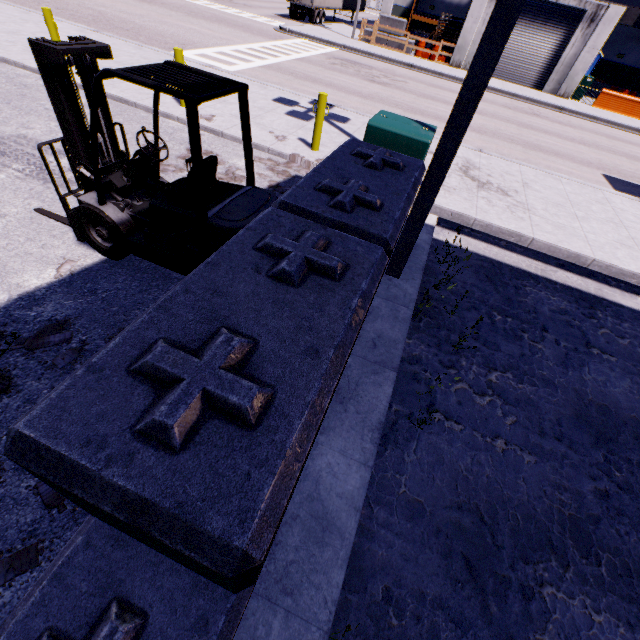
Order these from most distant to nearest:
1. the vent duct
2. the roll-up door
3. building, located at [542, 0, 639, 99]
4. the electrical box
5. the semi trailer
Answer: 1. the semi trailer
2. the vent duct
3. the roll-up door
4. building, located at [542, 0, 639, 99]
5. the electrical box

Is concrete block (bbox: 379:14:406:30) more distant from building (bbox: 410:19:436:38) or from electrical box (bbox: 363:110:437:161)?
electrical box (bbox: 363:110:437:161)

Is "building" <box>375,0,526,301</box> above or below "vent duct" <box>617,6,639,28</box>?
below

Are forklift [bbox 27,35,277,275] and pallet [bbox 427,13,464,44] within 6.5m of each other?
no

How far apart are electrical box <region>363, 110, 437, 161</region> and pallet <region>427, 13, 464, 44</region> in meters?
25.3 m

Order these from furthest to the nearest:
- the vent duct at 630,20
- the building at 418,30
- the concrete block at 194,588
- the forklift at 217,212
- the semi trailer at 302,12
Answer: the building at 418,30 < the semi trailer at 302,12 < the vent duct at 630,20 < the forklift at 217,212 < the concrete block at 194,588

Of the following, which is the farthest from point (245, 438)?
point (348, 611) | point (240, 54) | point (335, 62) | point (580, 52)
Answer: point (580, 52)

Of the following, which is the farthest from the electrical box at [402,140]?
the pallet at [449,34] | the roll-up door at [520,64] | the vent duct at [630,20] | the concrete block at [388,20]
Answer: the vent duct at [630,20]
